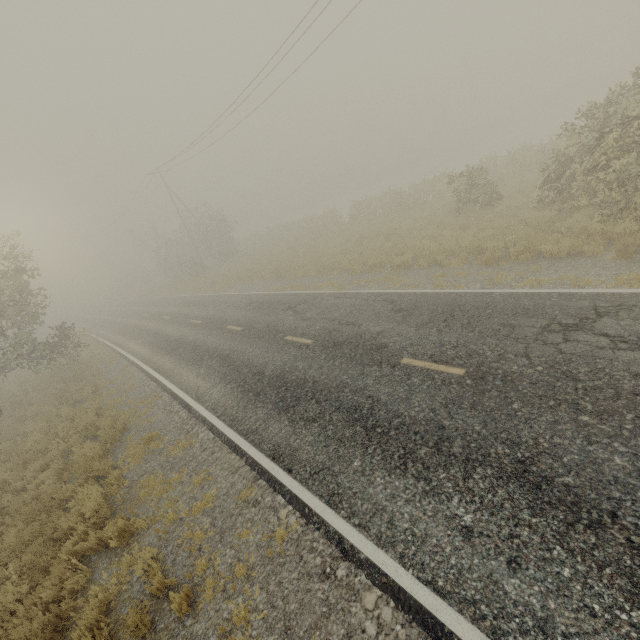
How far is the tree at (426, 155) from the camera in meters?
52.1 m

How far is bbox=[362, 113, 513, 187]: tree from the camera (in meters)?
52.06

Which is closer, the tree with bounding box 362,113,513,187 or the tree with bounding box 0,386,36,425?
the tree with bounding box 0,386,36,425

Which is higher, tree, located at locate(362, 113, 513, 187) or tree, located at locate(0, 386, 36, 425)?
tree, located at locate(362, 113, 513, 187)

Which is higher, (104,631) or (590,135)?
(590,135)

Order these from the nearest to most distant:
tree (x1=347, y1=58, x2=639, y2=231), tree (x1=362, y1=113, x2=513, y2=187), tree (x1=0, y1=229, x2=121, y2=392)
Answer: tree (x1=347, y1=58, x2=639, y2=231) → tree (x1=0, y1=229, x2=121, y2=392) → tree (x1=362, y1=113, x2=513, y2=187)

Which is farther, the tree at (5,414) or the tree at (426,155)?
the tree at (426,155)
